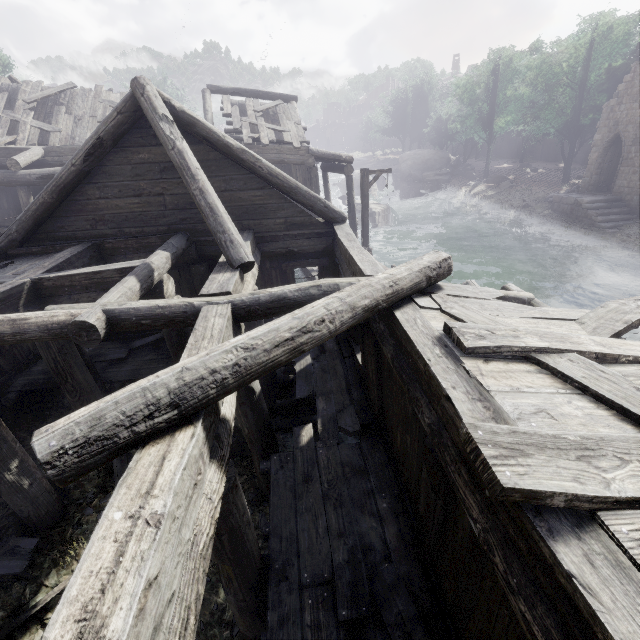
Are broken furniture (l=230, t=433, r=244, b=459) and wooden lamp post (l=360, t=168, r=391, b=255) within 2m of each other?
no

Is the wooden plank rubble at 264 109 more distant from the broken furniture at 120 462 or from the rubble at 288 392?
the broken furniture at 120 462

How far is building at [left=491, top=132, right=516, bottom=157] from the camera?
52.00m

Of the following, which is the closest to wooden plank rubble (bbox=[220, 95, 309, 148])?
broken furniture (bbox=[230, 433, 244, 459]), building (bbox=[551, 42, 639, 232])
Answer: building (bbox=[551, 42, 639, 232])

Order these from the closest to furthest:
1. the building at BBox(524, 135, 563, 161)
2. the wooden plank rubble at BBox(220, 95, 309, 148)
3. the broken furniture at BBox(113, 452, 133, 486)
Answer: the broken furniture at BBox(113, 452, 133, 486) → the wooden plank rubble at BBox(220, 95, 309, 148) → the building at BBox(524, 135, 563, 161)

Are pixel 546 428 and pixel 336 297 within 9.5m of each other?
yes

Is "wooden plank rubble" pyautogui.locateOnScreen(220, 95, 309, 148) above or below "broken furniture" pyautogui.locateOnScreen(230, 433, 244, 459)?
above

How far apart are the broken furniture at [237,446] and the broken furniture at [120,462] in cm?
48
